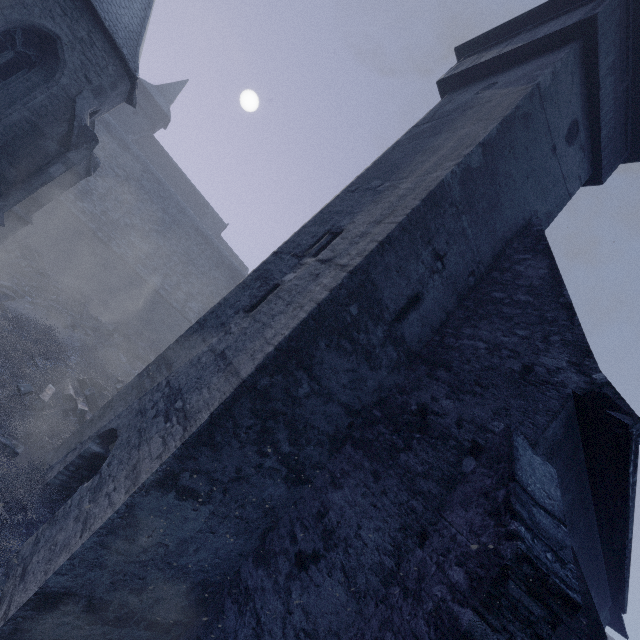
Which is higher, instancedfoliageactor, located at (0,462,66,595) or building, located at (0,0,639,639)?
building, located at (0,0,639,639)

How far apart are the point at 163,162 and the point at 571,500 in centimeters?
4250cm

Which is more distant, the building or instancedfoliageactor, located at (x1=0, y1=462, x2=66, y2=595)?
instancedfoliageactor, located at (x1=0, y1=462, x2=66, y2=595)

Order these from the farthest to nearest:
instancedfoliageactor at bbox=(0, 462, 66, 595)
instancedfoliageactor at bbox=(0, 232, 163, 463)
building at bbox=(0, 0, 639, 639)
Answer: instancedfoliageactor at bbox=(0, 232, 163, 463)
instancedfoliageactor at bbox=(0, 462, 66, 595)
building at bbox=(0, 0, 639, 639)

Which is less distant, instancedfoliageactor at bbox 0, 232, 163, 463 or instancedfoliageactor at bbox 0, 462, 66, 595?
instancedfoliageactor at bbox 0, 462, 66, 595

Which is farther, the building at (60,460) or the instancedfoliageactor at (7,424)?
the instancedfoliageactor at (7,424)

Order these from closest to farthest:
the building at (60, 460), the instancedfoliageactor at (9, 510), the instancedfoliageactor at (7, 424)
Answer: the building at (60, 460) < the instancedfoliageactor at (9, 510) < the instancedfoliageactor at (7, 424)
